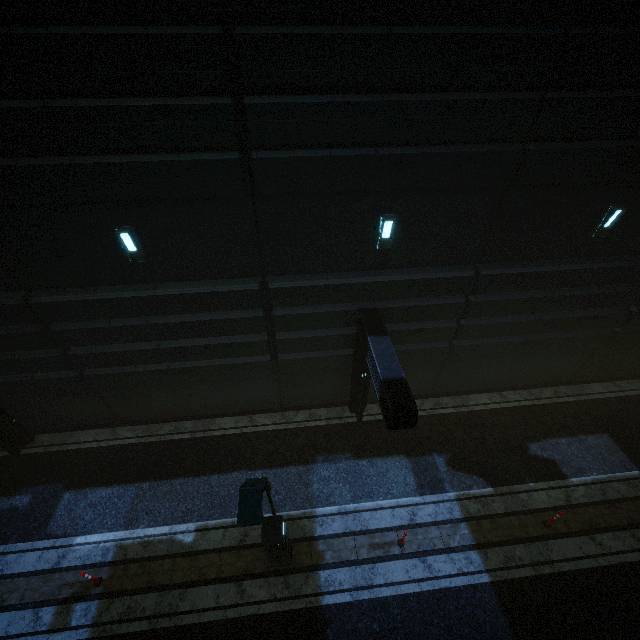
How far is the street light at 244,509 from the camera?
4.6 meters

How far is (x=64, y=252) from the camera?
7.5 meters

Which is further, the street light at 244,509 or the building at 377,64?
the building at 377,64

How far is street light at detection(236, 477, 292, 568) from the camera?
4.57m

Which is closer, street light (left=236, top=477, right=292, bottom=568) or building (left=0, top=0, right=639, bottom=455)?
street light (left=236, top=477, right=292, bottom=568)
